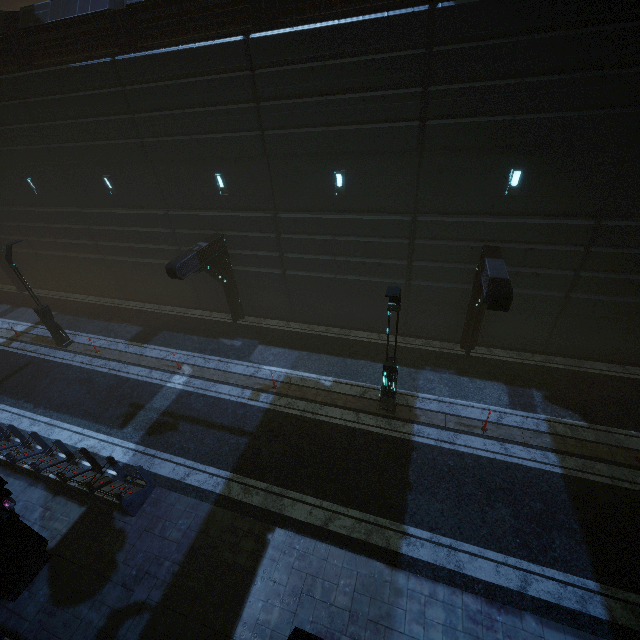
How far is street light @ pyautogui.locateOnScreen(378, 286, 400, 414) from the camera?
8.8m

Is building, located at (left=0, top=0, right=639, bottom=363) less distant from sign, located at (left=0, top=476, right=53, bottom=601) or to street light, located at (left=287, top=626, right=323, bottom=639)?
sign, located at (left=0, top=476, right=53, bottom=601)

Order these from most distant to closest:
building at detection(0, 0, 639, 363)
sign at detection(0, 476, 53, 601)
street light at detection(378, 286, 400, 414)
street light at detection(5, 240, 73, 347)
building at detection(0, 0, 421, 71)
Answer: street light at detection(5, 240, 73, 347), building at detection(0, 0, 421, 71), building at detection(0, 0, 639, 363), street light at detection(378, 286, 400, 414), sign at detection(0, 476, 53, 601)

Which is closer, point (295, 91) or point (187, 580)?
point (187, 580)

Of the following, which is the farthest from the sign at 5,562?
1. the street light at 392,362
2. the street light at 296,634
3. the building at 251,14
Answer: the street light at 392,362

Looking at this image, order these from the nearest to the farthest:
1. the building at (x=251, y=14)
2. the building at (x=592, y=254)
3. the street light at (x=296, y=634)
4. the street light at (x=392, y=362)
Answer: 1. the street light at (x=296, y=634)
2. the street light at (x=392, y=362)
3. the building at (x=592, y=254)
4. the building at (x=251, y=14)

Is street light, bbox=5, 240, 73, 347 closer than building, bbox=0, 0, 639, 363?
No
